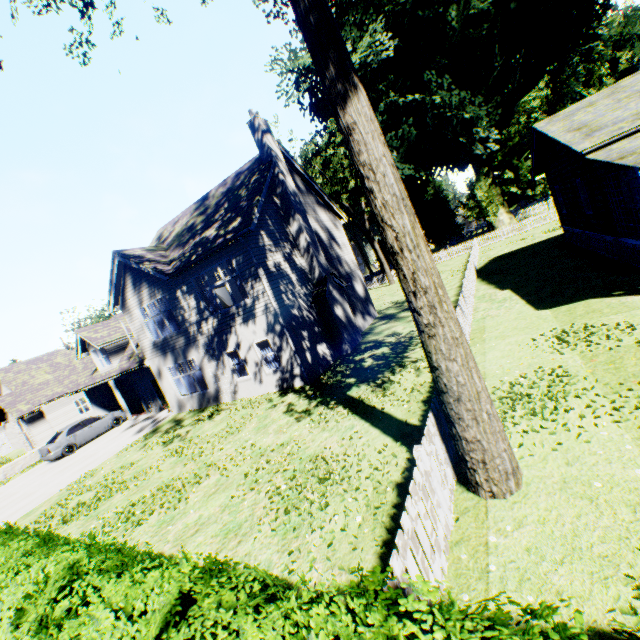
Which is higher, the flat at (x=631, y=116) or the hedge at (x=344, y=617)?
the flat at (x=631, y=116)

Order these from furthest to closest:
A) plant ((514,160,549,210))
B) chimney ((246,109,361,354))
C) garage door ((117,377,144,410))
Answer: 1. plant ((514,160,549,210))
2. garage door ((117,377,144,410))
3. chimney ((246,109,361,354))

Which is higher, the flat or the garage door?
the flat

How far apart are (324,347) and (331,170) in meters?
22.2

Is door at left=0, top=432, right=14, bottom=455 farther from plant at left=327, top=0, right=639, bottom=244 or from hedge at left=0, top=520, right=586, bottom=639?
plant at left=327, top=0, right=639, bottom=244

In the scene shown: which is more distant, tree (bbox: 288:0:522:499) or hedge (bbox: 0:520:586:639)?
tree (bbox: 288:0:522:499)

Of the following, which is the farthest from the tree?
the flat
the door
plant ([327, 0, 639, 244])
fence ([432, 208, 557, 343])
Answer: the door

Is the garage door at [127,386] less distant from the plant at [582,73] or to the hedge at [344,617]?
the hedge at [344,617]
